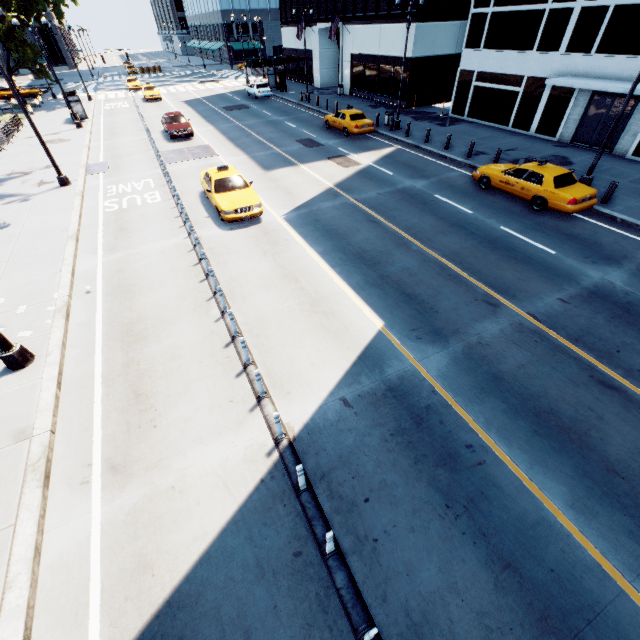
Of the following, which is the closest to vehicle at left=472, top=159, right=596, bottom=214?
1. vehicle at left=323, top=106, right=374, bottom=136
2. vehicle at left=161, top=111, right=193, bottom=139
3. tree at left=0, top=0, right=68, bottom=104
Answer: vehicle at left=323, top=106, right=374, bottom=136

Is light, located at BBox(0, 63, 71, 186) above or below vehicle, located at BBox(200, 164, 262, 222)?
below

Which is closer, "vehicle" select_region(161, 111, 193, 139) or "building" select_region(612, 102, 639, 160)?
"building" select_region(612, 102, 639, 160)

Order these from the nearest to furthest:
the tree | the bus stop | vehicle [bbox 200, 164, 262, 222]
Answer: vehicle [bbox 200, 164, 262, 222] < the tree < the bus stop

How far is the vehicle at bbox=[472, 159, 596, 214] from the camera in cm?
1294

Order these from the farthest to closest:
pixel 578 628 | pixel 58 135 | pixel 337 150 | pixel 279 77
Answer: pixel 279 77 → pixel 58 135 → pixel 337 150 → pixel 578 628

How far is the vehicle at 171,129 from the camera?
24.3 meters

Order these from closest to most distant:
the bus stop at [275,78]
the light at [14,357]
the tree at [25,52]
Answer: the light at [14,357] → the tree at [25,52] → the bus stop at [275,78]
